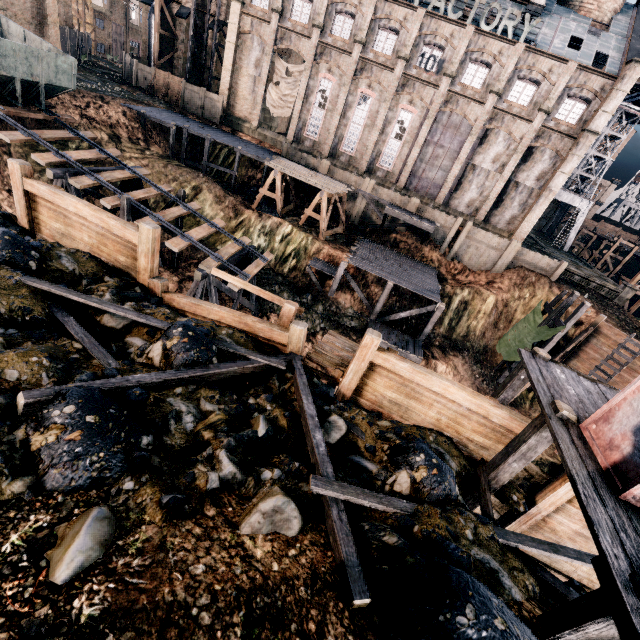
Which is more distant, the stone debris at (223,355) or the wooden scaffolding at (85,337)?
the wooden scaffolding at (85,337)

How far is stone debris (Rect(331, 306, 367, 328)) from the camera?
26.7 meters

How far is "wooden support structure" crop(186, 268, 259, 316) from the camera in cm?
1768

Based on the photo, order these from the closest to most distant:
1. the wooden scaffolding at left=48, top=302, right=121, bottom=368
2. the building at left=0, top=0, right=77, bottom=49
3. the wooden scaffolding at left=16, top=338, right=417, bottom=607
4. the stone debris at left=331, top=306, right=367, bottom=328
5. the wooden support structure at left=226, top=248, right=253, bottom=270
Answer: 1. the wooden scaffolding at left=16, top=338, right=417, bottom=607
2. the wooden scaffolding at left=48, top=302, right=121, bottom=368
3. the wooden support structure at left=226, top=248, right=253, bottom=270
4. the stone debris at left=331, top=306, right=367, bottom=328
5. the building at left=0, top=0, right=77, bottom=49

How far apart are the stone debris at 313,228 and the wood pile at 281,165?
3.5m

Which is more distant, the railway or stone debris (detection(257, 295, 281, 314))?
stone debris (detection(257, 295, 281, 314))

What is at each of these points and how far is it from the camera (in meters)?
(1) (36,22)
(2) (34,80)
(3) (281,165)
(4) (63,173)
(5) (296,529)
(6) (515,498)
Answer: (1) building, 32.25
(2) rail car container, 17.95
(3) wood pile, 29.23
(4) wooden support structure, 16.84
(5) stone debris, 4.78
(6) stone debris, 7.95

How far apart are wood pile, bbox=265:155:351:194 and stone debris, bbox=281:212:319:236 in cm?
350
